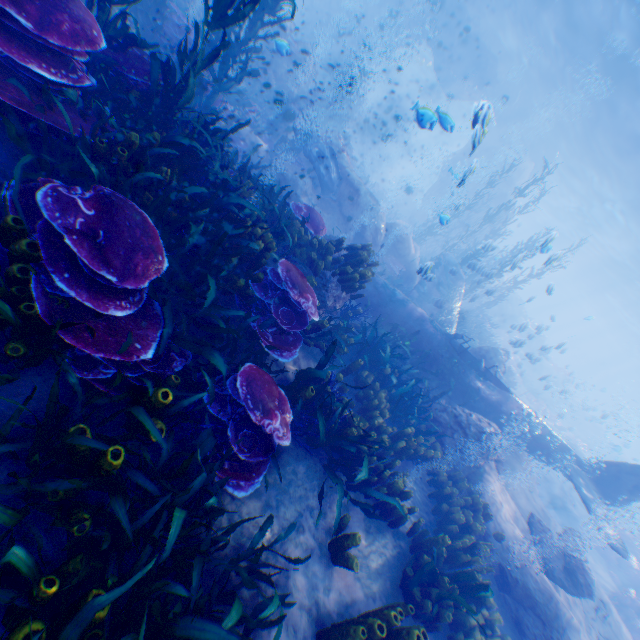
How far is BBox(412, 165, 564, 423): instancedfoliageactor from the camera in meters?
15.6 m

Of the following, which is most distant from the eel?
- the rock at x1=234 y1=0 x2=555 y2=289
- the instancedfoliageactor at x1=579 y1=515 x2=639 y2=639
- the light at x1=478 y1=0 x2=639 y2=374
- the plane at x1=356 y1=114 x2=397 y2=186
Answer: the plane at x1=356 y1=114 x2=397 y2=186

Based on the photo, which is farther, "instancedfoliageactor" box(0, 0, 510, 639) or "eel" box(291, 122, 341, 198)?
"eel" box(291, 122, 341, 198)

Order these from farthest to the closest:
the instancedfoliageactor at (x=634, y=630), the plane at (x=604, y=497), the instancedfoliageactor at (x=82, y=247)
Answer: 1. the instancedfoliageactor at (x=634, y=630)
2. the plane at (x=604, y=497)
3. the instancedfoliageactor at (x=82, y=247)

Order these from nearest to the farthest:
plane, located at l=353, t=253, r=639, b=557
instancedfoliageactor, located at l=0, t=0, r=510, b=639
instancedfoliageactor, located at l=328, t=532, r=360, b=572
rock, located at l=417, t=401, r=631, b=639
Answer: instancedfoliageactor, located at l=0, t=0, r=510, b=639 < instancedfoliageactor, located at l=328, t=532, r=360, b=572 < rock, located at l=417, t=401, r=631, b=639 < plane, located at l=353, t=253, r=639, b=557

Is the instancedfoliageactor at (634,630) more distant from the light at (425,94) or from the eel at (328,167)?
the eel at (328,167)

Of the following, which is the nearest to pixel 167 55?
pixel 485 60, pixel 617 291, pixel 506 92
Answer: pixel 485 60

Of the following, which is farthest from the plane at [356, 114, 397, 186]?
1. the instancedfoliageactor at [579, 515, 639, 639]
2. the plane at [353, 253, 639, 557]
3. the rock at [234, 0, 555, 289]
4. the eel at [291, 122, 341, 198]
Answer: the instancedfoliageactor at [579, 515, 639, 639]
